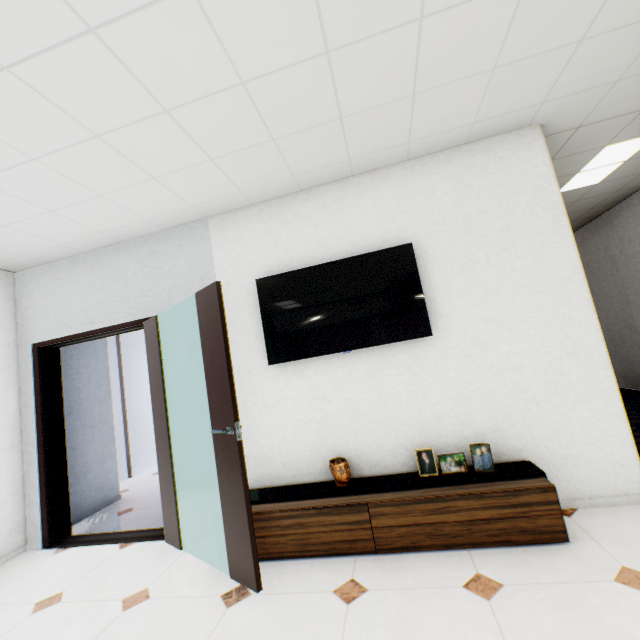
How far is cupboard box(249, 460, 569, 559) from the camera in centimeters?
205cm

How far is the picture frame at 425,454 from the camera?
2.5m

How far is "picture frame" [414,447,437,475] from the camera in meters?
2.5

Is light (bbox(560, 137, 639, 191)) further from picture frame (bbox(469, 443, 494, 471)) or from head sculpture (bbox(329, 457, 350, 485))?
head sculpture (bbox(329, 457, 350, 485))

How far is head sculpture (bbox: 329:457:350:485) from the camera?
2.5 meters

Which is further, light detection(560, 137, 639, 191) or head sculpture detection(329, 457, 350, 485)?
light detection(560, 137, 639, 191)

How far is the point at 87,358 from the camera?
4.4 meters

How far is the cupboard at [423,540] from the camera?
2.0 meters
